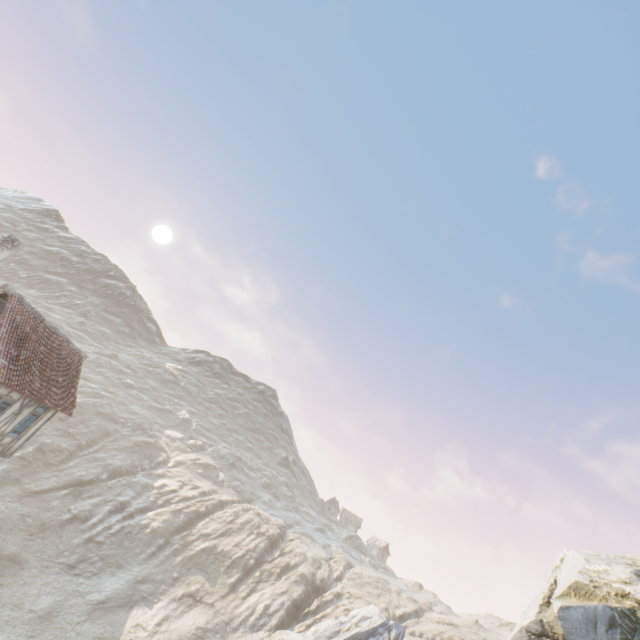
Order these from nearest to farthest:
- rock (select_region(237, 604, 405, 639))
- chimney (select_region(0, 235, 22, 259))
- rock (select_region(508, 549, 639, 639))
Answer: rock (select_region(508, 549, 639, 639)) → chimney (select_region(0, 235, 22, 259)) → rock (select_region(237, 604, 405, 639))

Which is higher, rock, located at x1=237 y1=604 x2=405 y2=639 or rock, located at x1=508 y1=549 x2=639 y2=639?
rock, located at x1=508 y1=549 x2=639 y2=639

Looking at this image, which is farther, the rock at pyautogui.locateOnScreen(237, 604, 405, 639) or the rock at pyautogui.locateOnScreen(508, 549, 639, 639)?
the rock at pyautogui.locateOnScreen(237, 604, 405, 639)

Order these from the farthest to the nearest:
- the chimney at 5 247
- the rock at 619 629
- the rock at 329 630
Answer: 1. the rock at 329 630
2. the chimney at 5 247
3. the rock at 619 629

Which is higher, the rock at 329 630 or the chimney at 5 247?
the chimney at 5 247

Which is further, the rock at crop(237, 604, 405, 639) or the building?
the rock at crop(237, 604, 405, 639)

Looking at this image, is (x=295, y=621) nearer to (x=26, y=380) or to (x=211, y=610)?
(x=211, y=610)

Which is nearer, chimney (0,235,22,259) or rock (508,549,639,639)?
rock (508,549,639,639)
